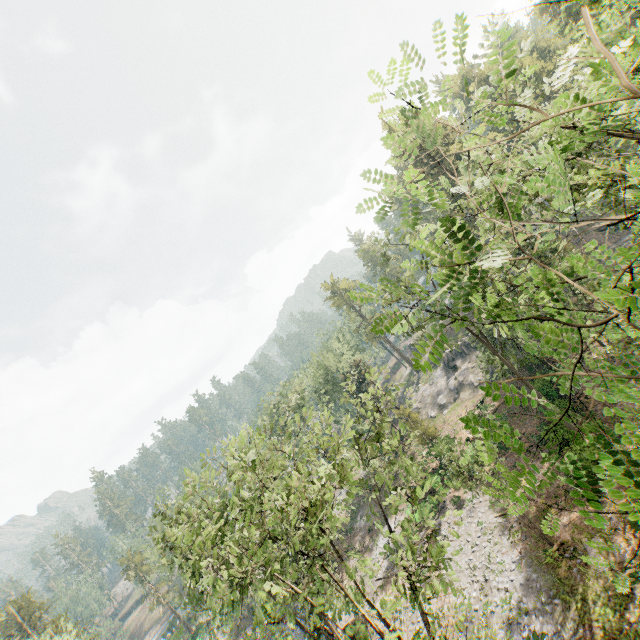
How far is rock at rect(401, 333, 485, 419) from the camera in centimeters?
4397cm

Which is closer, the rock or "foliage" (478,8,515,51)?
"foliage" (478,8,515,51)

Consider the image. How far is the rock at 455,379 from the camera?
44.0 meters

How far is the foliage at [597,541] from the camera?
2.9 meters

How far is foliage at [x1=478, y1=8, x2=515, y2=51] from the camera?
2.20m

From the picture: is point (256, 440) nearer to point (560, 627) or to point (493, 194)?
point (493, 194)
